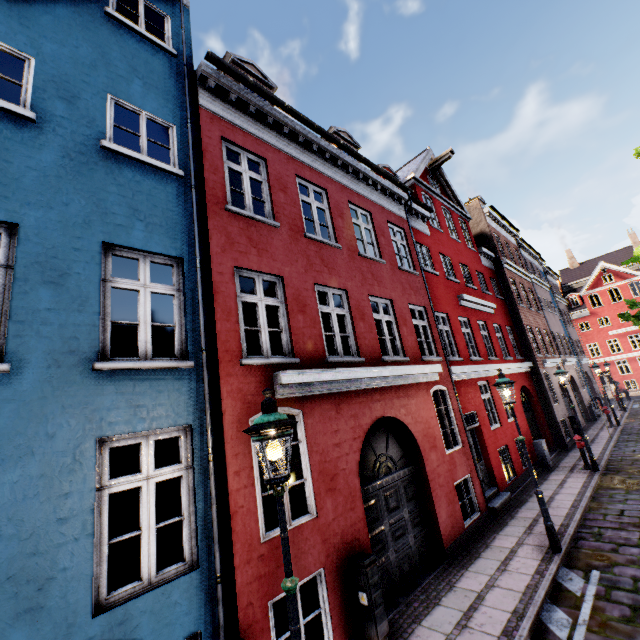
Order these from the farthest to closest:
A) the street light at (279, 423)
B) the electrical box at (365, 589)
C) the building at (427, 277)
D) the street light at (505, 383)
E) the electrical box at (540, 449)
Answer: the electrical box at (540, 449) < the street light at (505, 383) < the electrical box at (365, 589) < the building at (427, 277) < the street light at (279, 423)

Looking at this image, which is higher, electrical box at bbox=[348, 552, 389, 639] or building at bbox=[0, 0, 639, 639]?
building at bbox=[0, 0, 639, 639]

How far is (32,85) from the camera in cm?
454

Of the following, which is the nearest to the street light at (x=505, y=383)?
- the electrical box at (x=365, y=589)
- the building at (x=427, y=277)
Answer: the building at (x=427, y=277)

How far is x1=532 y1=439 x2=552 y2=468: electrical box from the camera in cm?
1320

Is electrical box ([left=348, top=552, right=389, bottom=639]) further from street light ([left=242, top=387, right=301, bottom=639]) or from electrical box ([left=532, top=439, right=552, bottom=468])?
electrical box ([left=532, top=439, right=552, bottom=468])

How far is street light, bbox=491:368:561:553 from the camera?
6.96m

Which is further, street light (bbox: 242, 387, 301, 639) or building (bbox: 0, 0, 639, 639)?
building (bbox: 0, 0, 639, 639)
